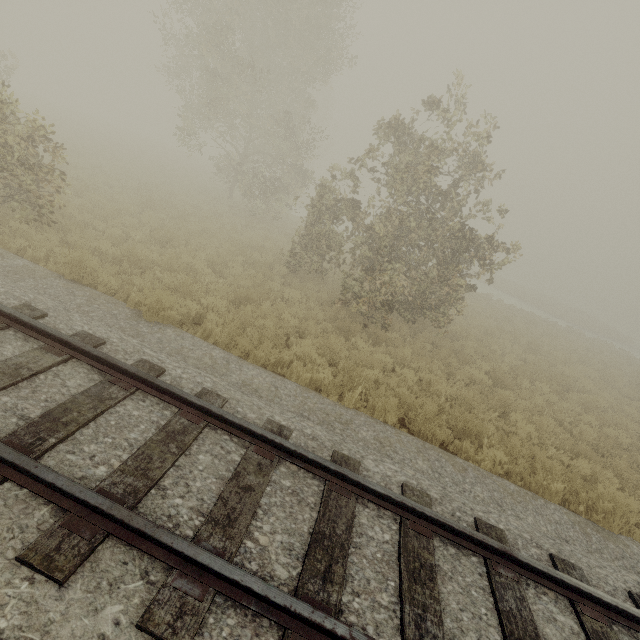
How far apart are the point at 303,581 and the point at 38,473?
2.51m
